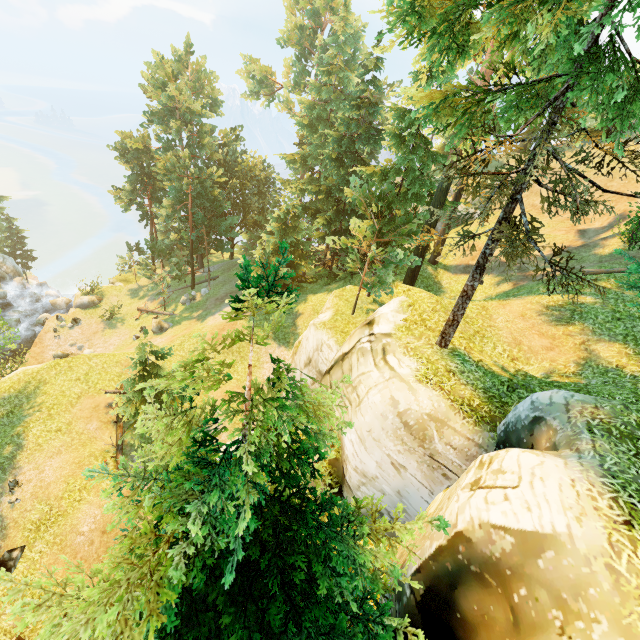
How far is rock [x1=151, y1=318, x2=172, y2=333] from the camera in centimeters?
3027cm

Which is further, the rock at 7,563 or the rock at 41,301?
the rock at 41,301

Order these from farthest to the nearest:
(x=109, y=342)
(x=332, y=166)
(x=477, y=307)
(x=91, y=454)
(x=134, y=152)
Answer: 1. (x=134, y=152)
2. (x=109, y=342)
3. (x=332, y=166)
4. (x=91, y=454)
5. (x=477, y=307)

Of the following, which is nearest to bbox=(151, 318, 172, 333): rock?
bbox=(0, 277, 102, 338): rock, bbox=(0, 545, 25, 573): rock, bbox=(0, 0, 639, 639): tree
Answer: bbox=(0, 0, 639, 639): tree

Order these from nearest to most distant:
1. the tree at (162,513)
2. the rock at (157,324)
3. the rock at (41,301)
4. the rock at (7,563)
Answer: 1. the tree at (162,513)
2. the rock at (7,563)
3. the rock at (157,324)
4. the rock at (41,301)

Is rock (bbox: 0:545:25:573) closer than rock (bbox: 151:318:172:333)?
Yes

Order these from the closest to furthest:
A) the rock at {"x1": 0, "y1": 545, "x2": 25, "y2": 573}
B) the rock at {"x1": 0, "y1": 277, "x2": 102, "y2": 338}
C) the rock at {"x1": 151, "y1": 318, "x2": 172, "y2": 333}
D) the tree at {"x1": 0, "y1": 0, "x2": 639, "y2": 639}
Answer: the tree at {"x1": 0, "y1": 0, "x2": 639, "y2": 639} → the rock at {"x1": 0, "y1": 545, "x2": 25, "y2": 573} → the rock at {"x1": 151, "y1": 318, "x2": 172, "y2": 333} → the rock at {"x1": 0, "y1": 277, "x2": 102, "y2": 338}

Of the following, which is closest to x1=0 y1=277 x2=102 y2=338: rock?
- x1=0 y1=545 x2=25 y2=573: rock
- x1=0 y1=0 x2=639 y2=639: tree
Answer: x1=0 y1=0 x2=639 y2=639: tree
